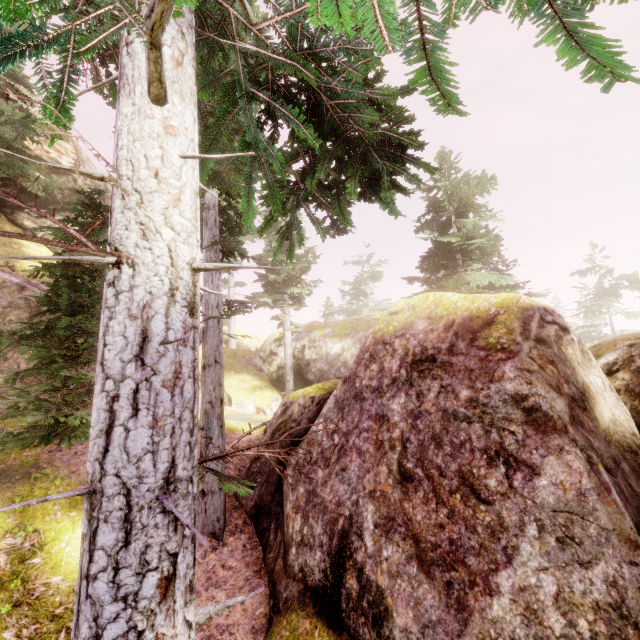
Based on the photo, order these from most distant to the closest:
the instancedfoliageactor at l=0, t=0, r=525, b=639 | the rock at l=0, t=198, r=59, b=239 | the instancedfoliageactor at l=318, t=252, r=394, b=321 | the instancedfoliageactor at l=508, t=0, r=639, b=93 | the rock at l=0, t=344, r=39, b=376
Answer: the instancedfoliageactor at l=318, t=252, r=394, b=321 < the rock at l=0, t=198, r=59, b=239 < the rock at l=0, t=344, r=39, b=376 < the instancedfoliageactor at l=0, t=0, r=525, b=639 < the instancedfoliageactor at l=508, t=0, r=639, b=93

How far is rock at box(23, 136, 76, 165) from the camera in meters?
17.6

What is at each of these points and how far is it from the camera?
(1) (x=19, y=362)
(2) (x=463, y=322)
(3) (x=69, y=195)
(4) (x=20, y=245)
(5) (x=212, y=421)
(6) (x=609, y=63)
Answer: (1) rock, 12.1m
(2) rock, 5.6m
(3) rock, 19.6m
(4) rock, 15.6m
(5) instancedfoliageactor, 7.1m
(6) instancedfoliageactor, 1.2m

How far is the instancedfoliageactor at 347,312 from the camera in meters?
38.2

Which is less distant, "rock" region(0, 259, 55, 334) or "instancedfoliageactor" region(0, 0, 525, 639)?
"instancedfoliageactor" region(0, 0, 525, 639)

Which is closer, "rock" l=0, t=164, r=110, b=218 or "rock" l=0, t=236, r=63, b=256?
"rock" l=0, t=236, r=63, b=256

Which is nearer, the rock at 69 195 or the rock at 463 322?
the rock at 463 322
